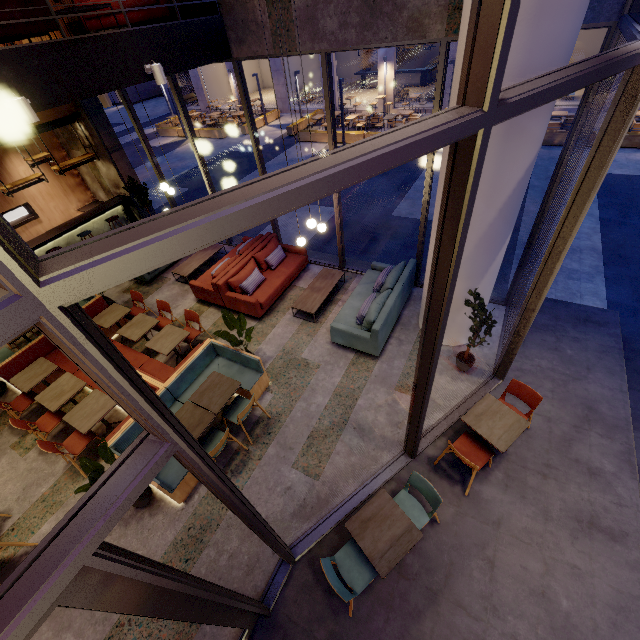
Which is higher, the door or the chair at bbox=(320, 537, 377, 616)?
the door

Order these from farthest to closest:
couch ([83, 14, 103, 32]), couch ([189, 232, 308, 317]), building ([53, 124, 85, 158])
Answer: building ([53, 124, 85, 158]) < couch ([189, 232, 308, 317]) < couch ([83, 14, 103, 32])

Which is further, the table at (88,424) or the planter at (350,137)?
the planter at (350,137)

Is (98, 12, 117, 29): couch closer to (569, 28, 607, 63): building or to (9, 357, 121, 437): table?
(9, 357, 121, 437): table

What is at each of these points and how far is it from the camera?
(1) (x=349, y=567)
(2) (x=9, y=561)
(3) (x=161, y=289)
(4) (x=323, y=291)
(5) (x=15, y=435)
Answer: (1) chair, 3.7 meters
(2) building, 4.6 meters
(3) building, 9.0 meters
(4) coffee table, 7.6 meters
(5) building, 6.1 meters

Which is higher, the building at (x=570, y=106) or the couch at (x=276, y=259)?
the couch at (x=276, y=259)

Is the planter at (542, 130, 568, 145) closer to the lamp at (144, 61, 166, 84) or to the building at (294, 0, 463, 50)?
the building at (294, 0, 463, 50)

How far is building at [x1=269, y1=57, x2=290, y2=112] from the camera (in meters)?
22.11
